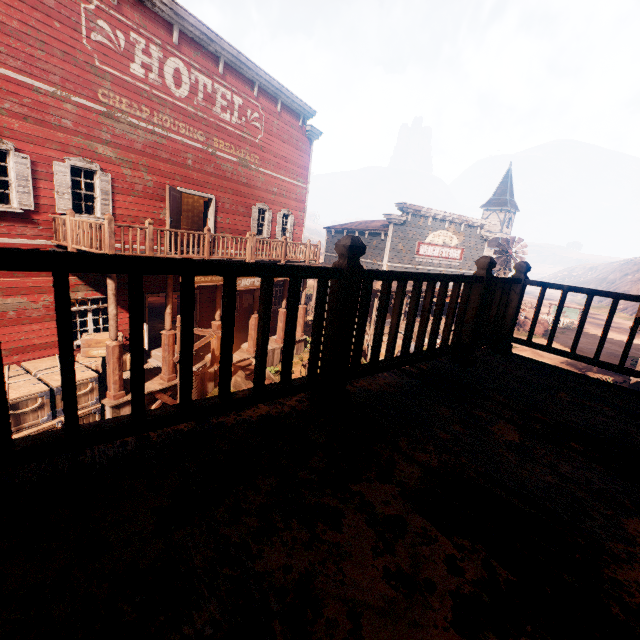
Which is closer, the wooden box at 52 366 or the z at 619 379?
the wooden box at 52 366

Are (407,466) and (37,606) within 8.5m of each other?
yes

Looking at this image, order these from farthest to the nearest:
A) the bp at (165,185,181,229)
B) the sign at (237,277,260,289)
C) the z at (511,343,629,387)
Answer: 1. the z at (511,343,629,387)
2. the sign at (237,277,260,289)
3. the bp at (165,185,181,229)

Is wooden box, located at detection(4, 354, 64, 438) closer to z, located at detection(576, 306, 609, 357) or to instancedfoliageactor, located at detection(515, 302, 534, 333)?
z, located at detection(576, 306, 609, 357)

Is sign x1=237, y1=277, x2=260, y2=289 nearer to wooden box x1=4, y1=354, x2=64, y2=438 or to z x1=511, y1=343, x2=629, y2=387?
wooden box x1=4, y1=354, x2=64, y2=438

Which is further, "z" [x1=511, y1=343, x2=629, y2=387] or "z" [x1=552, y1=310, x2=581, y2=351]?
"z" [x1=552, y1=310, x2=581, y2=351]

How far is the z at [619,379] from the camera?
19.3m
